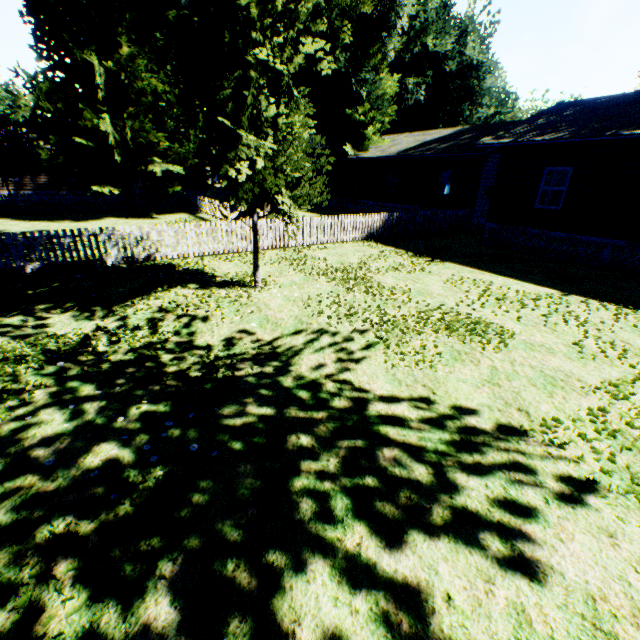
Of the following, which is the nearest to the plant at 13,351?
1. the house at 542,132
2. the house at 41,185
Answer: the house at 542,132

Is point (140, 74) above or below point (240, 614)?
above

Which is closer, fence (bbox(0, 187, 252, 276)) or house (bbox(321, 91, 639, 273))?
fence (bbox(0, 187, 252, 276))

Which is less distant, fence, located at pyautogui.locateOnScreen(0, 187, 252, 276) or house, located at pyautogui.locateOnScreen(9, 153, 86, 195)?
fence, located at pyautogui.locateOnScreen(0, 187, 252, 276)

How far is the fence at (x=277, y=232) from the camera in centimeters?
1348cm

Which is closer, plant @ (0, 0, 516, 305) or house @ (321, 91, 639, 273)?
plant @ (0, 0, 516, 305)

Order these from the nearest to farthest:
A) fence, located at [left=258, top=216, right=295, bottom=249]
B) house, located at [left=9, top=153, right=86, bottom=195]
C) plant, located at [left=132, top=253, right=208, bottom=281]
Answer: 1. plant, located at [left=132, top=253, right=208, bottom=281]
2. fence, located at [left=258, top=216, right=295, bottom=249]
3. house, located at [left=9, top=153, right=86, bottom=195]

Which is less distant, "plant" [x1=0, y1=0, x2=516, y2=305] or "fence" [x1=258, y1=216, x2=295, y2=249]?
"plant" [x1=0, y1=0, x2=516, y2=305]
